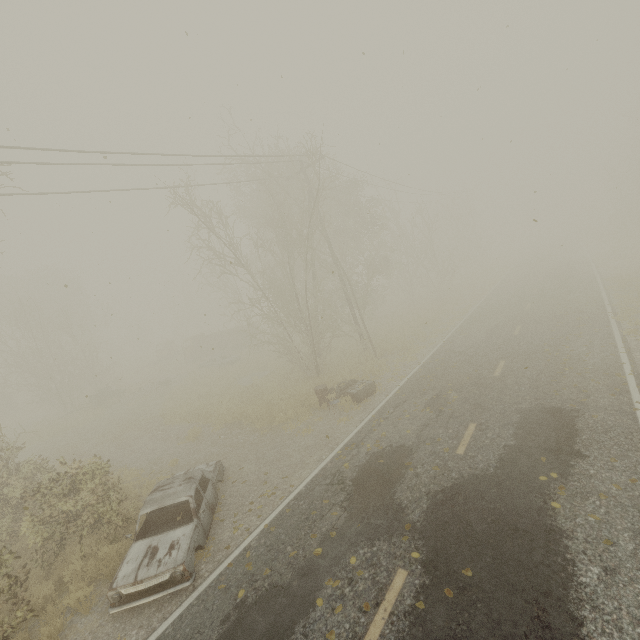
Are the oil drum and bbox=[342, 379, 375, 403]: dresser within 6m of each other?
yes

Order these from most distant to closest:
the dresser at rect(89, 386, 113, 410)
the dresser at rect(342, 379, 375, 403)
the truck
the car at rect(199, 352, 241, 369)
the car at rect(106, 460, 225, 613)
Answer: the truck
the car at rect(199, 352, 241, 369)
the dresser at rect(89, 386, 113, 410)
the dresser at rect(342, 379, 375, 403)
the car at rect(106, 460, 225, 613)

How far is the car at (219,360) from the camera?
27.7 meters

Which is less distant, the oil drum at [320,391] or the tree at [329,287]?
the oil drum at [320,391]

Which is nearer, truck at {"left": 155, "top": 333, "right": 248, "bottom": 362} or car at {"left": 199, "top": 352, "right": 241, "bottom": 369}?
car at {"left": 199, "top": 352, "right": 241, "bottom": 369}

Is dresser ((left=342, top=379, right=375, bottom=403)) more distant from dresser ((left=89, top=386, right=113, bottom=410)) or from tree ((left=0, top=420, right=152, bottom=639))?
dresser ((left=89, top=386, right=113, bottom=410))

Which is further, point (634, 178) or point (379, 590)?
point (634, 178)

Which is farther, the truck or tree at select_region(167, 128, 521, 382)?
the truck
